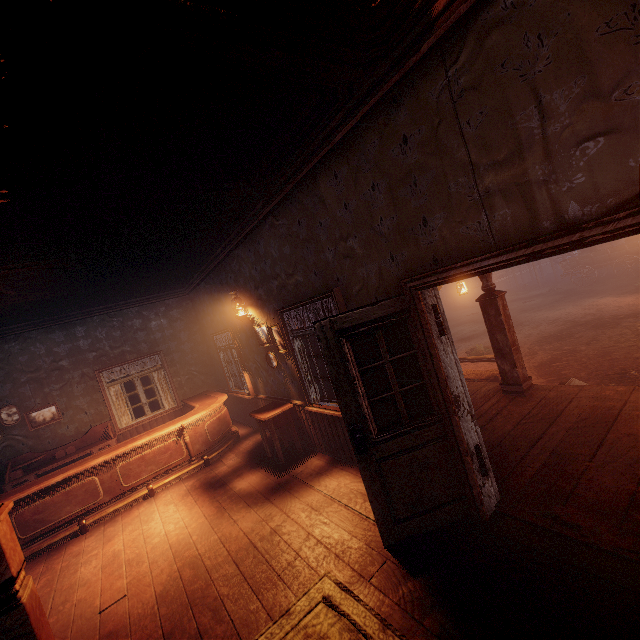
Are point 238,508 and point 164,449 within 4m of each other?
yes

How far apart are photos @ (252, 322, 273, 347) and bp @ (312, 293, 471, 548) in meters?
2.8

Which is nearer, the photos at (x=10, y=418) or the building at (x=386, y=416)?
the building at (x=386, y=416)

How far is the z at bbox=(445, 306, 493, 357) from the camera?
11.25m

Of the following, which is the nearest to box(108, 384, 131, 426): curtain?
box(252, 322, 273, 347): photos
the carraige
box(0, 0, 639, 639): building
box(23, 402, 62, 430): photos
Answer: box(0, 0, 639, 639): building

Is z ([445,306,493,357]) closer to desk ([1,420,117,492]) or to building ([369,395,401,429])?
building ([369,395,401,429])

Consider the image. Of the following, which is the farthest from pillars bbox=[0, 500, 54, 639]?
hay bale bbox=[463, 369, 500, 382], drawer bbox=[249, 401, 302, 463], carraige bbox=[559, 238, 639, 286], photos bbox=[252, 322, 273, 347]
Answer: carraige bbox=[559, 238, 639, 286]

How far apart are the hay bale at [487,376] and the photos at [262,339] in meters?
5.1
